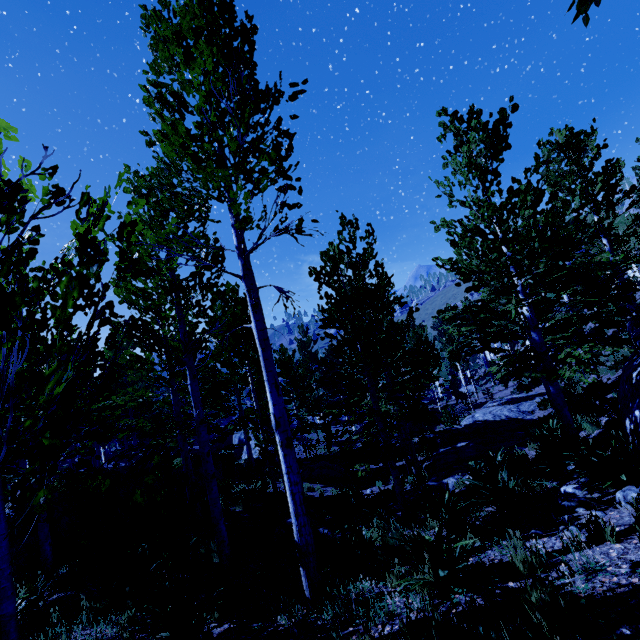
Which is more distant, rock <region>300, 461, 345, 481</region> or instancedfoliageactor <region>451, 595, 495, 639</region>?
rock <region>300, 461, 345, 481</region>

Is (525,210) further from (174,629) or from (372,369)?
(174,629)

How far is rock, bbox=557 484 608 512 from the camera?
4.2m

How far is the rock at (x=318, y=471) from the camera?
18.2 meters

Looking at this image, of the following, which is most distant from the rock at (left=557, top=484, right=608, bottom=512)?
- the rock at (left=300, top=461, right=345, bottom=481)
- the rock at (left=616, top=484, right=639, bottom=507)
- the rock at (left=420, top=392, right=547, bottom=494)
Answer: the rock at (left=300, top=461, right=345, bottom=481)

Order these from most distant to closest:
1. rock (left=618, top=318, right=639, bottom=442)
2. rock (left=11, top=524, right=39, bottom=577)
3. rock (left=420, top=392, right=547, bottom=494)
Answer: rock (left=420, top=392, right=547, bottom=494) → rock (left=11, top=524, right=39, bottom=577) → rock (left=618, top=318, right=639, bottom=442)

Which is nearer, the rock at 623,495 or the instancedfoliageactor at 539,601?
the instancedfoliageactor at 539,601

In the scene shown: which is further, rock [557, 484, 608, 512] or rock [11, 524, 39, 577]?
rock [11, 524, 39, 577]
